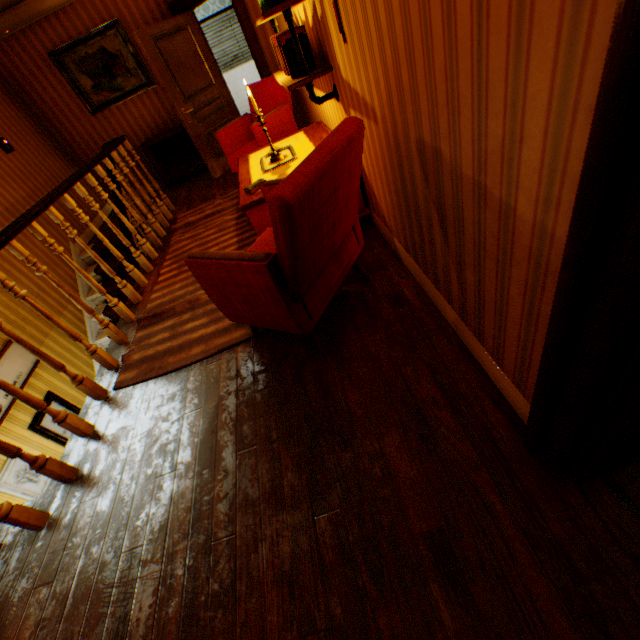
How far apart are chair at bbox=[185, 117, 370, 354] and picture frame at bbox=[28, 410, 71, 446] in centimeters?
347cm

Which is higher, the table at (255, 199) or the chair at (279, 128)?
the chair at (279, 128)

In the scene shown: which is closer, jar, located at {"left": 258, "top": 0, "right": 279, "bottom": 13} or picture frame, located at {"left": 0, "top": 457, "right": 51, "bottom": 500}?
jar, located at {"left": 258, "top": 0, "right": 279, "bottom": 13}

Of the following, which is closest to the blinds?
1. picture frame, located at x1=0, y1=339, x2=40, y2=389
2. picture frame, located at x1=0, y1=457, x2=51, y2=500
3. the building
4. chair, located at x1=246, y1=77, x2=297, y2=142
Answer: the building

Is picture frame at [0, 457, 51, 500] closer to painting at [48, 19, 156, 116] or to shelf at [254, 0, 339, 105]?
shelf at [254, 0, 339, 105]

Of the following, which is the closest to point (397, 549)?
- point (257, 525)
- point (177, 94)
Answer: point (257, 525)

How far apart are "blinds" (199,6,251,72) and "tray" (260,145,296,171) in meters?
8.0

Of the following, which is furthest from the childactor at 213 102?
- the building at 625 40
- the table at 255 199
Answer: the table at 255 199
